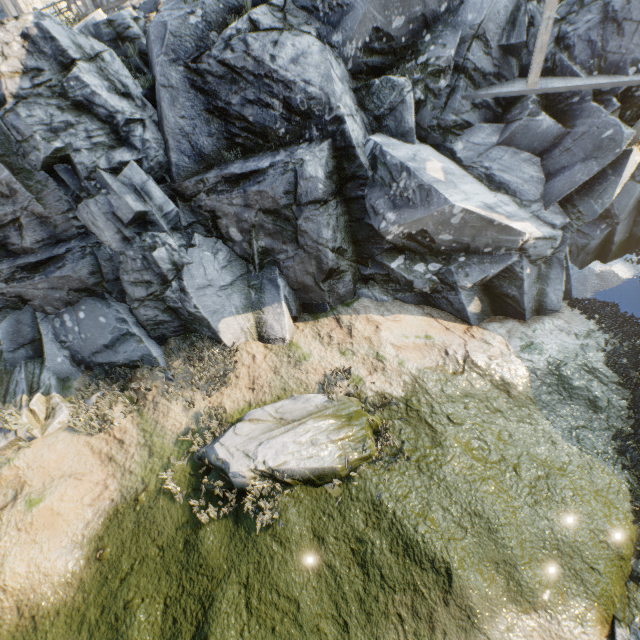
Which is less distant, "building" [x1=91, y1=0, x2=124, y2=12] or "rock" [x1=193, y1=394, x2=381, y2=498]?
"rock" [x1=193, y1=394, x2=381, y2=498]

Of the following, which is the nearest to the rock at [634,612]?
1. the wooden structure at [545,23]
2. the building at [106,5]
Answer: the wooden structure at [545,23]

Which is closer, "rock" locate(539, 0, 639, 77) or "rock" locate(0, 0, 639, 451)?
"rock" locate(0, 0, 639, 451)

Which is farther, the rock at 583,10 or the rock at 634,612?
the rock at 583,10

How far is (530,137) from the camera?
9.80m

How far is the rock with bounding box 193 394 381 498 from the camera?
6.9 meters

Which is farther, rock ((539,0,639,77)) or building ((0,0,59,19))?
building ((0,0,59,19))

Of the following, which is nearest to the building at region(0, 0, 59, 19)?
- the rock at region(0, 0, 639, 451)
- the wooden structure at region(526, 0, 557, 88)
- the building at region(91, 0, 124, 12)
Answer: the rock at region(0, 0, 639, 451)
